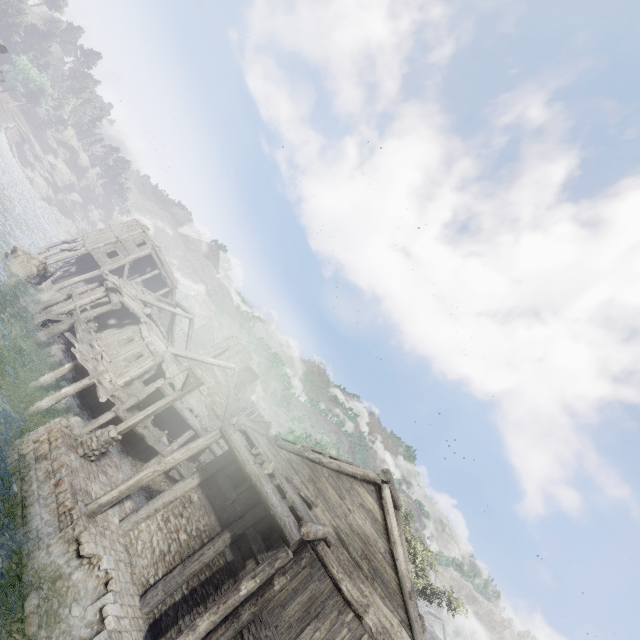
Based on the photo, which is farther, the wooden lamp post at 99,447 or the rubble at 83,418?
the rubble at 83,418

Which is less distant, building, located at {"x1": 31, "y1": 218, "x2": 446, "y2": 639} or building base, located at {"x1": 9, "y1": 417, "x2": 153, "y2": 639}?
building base, located at {"x1": 9, "y1": 417, "x2": 153, "y2": 639}

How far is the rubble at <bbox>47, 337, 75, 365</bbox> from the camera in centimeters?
1944cm

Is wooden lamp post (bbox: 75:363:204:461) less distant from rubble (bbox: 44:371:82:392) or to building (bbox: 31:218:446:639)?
building (bbox: 31:218:446:639)

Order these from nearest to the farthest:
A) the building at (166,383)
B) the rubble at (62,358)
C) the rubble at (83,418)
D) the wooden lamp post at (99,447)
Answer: the building at (166,383) < the wooden lamp post at (99,447) < the rubble at (83,418) < the rubble at (62,358)

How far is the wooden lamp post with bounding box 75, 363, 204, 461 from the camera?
11.81m

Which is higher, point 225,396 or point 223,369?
point 223,369

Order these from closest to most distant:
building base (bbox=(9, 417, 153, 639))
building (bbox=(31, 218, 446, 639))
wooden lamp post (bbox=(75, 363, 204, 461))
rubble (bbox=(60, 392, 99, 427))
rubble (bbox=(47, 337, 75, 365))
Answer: building base (bbox=(9, 417, 153, 639)) < building (bbox=(31, 218, 446, 639)) < wooden lamp post (bbox=(75, 363, 204, 461)) < rubble (bbox=(60, 392, 99, 427)) < rubble (bbox=(47, 337, 75, 365))
